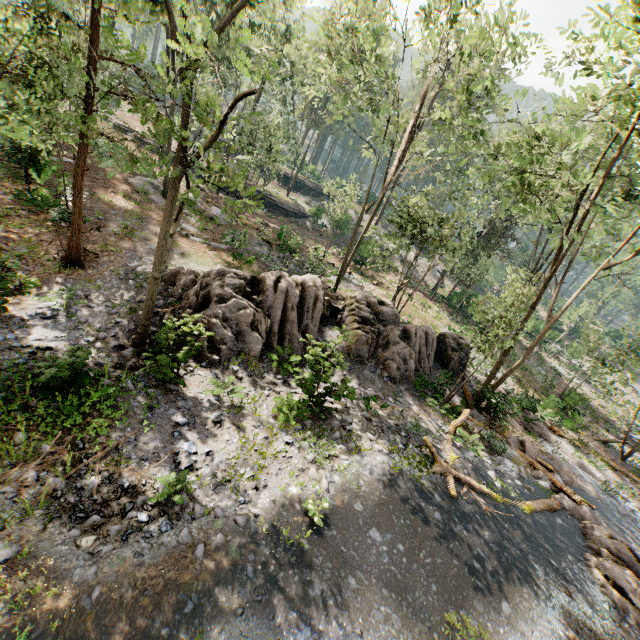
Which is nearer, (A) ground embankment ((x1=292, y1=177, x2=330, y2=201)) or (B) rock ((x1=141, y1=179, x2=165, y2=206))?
(B) rock ((x1=141, y1=179, x2=165, y2=206))

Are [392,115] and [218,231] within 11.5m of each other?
no

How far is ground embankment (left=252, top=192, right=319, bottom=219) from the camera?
38.78m

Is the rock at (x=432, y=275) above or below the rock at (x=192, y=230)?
above

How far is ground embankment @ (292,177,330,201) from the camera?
47.4 meters

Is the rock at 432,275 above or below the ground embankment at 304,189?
below

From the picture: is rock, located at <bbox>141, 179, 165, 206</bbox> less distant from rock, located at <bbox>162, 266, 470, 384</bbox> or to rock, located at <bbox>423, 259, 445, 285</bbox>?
rock, located at <bbox>162, 266, 470, 384</bbox>

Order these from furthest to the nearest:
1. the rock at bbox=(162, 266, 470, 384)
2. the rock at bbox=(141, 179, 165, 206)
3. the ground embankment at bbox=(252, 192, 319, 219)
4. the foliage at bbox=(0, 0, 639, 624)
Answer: the ground embankment at bbox=(252, 192, 319, 219)
the rock at bbox=(141, 179, 165, 206)
the rock at bbox=(162, 266, 470, 384)
the foliage at bbox=(0, 0, 639, 624)
